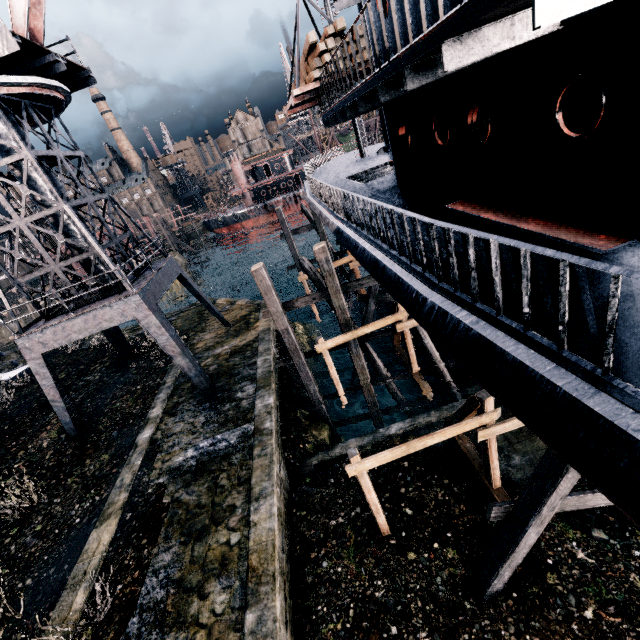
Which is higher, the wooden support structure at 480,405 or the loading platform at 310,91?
the loading platform at 310,91

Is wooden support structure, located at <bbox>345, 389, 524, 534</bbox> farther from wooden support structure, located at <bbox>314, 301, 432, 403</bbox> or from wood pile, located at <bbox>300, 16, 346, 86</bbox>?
wood pile, located at <bbox>300, 16, 346, 86</bbox>

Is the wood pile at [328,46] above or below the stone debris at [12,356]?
above

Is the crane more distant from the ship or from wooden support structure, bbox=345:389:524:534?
wooden support structure, bbox=345:389:524:534

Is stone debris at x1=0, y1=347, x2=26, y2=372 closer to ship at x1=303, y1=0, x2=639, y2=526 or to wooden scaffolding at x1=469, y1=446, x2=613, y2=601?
ship at x1=303, y1=0, x2=639, y2=526

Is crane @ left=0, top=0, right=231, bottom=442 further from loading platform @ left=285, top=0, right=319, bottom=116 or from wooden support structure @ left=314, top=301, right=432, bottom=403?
loading platform @ left=285, top=0, right=319, bottom=116

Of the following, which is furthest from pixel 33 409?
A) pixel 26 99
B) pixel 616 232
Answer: pixel 616 232

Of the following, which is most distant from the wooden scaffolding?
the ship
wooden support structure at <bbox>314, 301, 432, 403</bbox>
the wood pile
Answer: the wood pile
